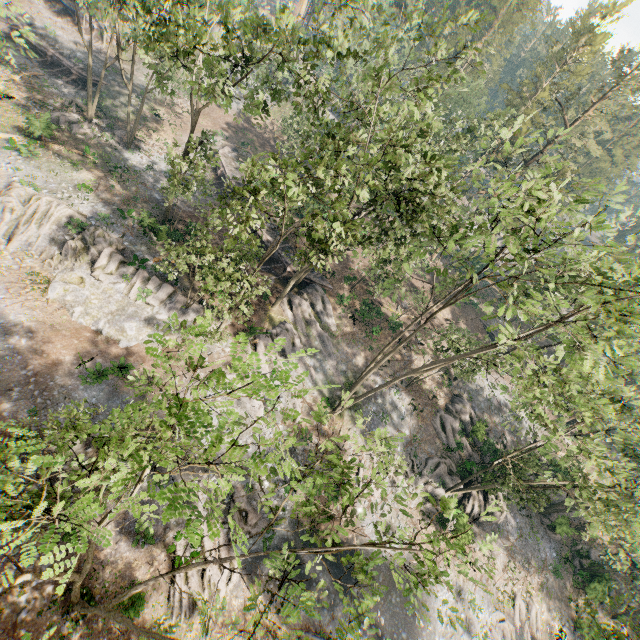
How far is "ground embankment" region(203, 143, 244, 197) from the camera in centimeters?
3891cm

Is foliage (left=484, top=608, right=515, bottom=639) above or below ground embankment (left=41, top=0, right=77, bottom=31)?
below

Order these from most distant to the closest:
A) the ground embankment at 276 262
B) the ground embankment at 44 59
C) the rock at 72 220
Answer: the ground embankment at 44 59, the ground embankment at 276 262, the rock at 72 220

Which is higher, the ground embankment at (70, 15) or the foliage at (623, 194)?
the foliage at (623, 194)

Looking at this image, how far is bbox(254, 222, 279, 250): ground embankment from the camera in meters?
35.2

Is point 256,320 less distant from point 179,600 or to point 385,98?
point 179,600

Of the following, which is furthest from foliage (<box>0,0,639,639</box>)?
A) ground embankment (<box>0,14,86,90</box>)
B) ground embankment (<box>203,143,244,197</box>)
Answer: ground embankment (<box>203,143,244,197</box>)
